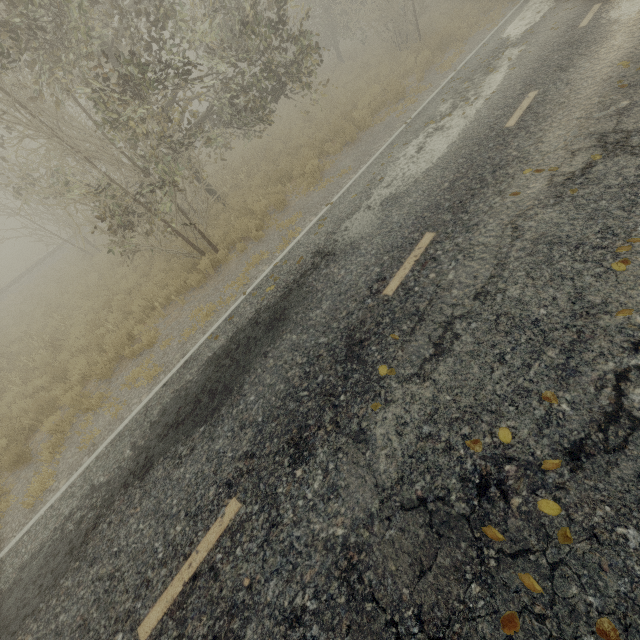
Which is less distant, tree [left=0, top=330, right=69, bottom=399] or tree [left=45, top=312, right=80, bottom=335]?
tree [left=0, top=330, right=69, bottom=399]

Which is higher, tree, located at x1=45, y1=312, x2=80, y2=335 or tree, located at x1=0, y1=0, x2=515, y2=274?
tree, located at x1=0, y1=0, x2=515, y2=274

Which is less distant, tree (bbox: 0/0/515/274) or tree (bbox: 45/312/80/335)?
tree (bbox: 0/0/515/274)

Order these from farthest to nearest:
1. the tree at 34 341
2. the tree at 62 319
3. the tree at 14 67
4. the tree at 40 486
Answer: the tree at 62 319 < the tree at 34 341 < the tree at 14 67 < the tree at 40 486

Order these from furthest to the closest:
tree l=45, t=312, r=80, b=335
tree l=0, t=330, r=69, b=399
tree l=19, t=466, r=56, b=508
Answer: tree l=45, t=312, r=80, b=335, tree l=0, t=330, r=69, b=399, tree l=19, t=466, r=56, b=508

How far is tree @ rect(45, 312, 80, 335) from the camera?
10.8m

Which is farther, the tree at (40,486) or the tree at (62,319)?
the tree at (62,319)

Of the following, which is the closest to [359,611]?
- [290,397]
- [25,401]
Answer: [290,397]
